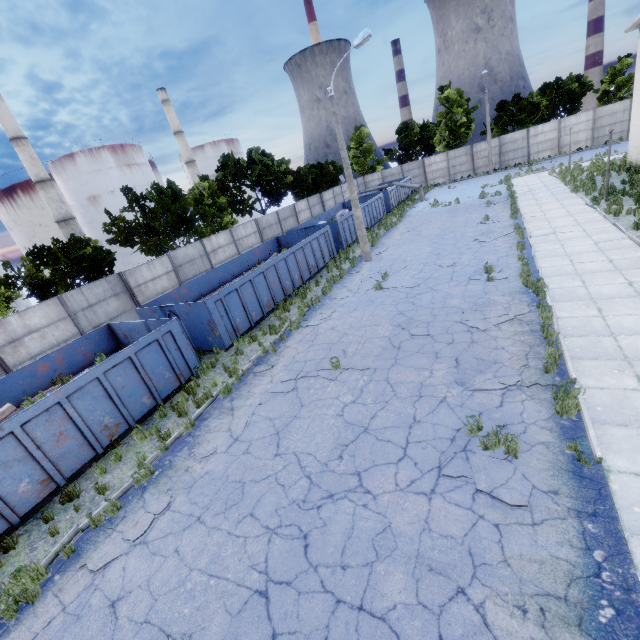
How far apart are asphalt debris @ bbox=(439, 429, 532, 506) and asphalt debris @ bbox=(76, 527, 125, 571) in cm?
603

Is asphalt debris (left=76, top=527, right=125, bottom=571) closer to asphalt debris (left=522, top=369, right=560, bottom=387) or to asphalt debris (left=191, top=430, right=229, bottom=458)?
asphalt debris (left=191, top=430, right=229, bottom=458)

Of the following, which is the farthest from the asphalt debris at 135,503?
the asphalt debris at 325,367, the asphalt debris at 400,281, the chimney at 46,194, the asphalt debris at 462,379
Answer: the chimney at 46,194

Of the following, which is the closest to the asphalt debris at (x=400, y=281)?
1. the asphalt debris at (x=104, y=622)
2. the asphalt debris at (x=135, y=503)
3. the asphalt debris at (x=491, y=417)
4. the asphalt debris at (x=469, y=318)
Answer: the asphalt debris at (x=469, y=318)

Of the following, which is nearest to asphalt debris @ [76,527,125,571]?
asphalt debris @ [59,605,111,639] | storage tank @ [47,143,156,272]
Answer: asphalt debris @ [59,605,111,639]

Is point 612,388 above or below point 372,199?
below

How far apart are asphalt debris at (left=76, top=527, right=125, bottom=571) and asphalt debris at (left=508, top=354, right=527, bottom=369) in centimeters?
748cm

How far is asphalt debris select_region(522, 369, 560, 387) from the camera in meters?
6.7 m
